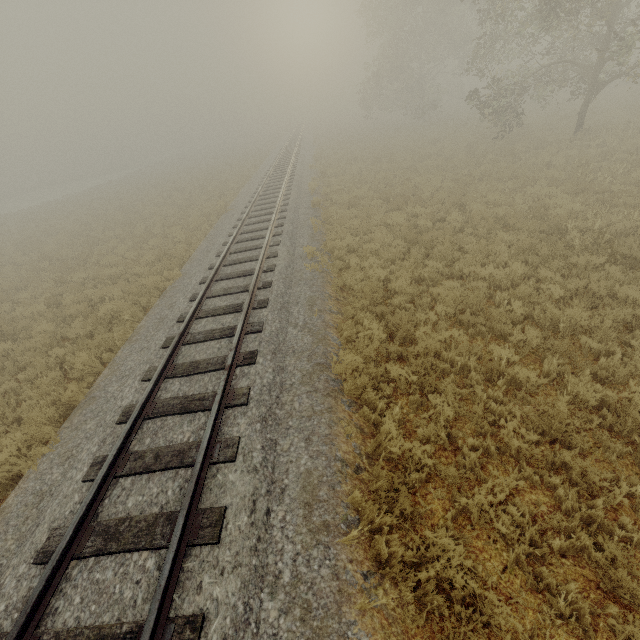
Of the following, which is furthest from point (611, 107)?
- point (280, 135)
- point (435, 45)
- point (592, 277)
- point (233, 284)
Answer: point (280, 135)
